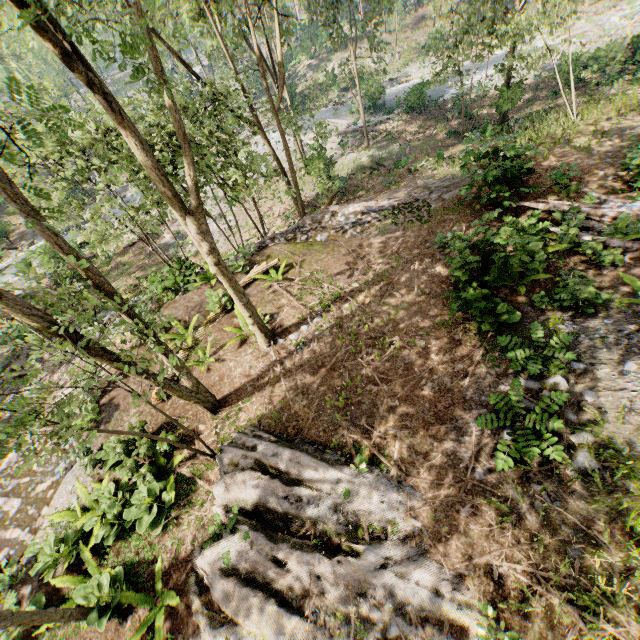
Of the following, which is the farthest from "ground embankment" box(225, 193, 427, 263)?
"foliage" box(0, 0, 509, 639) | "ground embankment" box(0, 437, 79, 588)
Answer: "ground embankment" box(0, 437, 79, 588)

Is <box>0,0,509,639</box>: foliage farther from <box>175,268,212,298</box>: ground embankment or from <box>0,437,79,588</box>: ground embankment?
<box>175,268,212,298</box>: ground embankment

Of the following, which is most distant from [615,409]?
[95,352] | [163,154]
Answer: [163,154]

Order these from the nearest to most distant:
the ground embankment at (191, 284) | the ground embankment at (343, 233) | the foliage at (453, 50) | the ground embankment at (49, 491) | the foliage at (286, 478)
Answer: the foliage at (286, 478)
the ground embankment at (49, 491)
the ground embankment at (191, 284)
the ground embankment at (343, 233)
the foliage at (453, 50)

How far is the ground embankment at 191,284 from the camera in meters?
13.3
